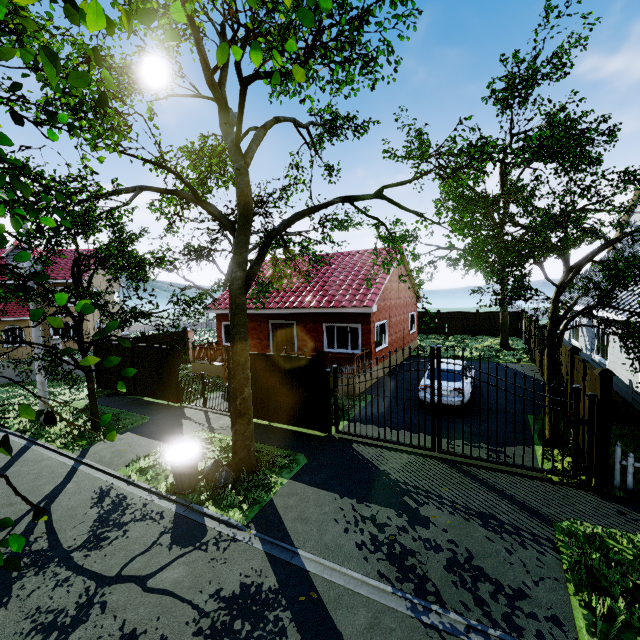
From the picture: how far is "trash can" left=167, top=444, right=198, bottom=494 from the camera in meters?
7.3 m

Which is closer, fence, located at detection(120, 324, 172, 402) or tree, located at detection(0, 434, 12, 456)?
tree, located at detection(0, 434, 12, 456)

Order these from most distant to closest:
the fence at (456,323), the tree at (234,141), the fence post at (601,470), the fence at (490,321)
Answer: the fence at (456,323) → the fence at (490,321) → the fence post at (601,470) → the tree at (234,141)

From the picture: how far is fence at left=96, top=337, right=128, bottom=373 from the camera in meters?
15.0 m

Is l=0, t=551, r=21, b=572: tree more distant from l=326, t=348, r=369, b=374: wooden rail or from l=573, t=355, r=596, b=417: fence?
l=326, t=348, r=369, b=374: wooden rail

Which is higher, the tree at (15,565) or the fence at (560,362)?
the tree at (15,565)

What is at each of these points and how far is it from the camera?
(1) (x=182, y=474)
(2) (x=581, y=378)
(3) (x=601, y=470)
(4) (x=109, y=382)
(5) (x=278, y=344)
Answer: (1) trash can, 7.4m
(2) fence, 8.4m
(3) fence post, 6.8m
(4) fence, 15.8m
(5) door, 17.7m

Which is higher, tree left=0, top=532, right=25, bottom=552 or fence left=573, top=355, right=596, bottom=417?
tree left=0, top=532, right=25, bottom=552
